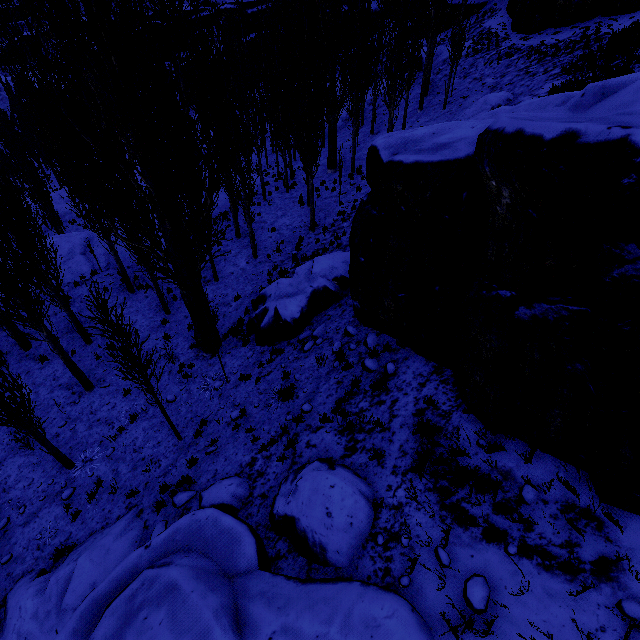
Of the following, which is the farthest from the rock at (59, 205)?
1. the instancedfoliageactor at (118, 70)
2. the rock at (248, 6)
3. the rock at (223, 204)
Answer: the rock at (248, 6)

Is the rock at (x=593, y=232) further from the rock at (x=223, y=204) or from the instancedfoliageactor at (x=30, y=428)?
the rock at (x=223, y=204)

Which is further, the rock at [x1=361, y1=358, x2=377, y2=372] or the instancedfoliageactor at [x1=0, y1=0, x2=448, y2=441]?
the rock at [x1=361, y1=358, x2=377, y2=372]

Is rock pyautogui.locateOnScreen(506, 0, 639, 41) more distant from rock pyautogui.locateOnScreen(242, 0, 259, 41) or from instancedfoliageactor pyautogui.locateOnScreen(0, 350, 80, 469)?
rock pyautogui.locateOnScreen(242, 0, 259, 41)

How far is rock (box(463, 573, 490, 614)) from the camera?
3.80m

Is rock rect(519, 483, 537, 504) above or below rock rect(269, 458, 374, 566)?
above

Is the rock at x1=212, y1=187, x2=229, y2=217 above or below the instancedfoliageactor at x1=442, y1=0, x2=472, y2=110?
below

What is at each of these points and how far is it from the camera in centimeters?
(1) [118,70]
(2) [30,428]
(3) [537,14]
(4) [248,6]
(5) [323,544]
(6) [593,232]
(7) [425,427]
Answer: (1) instancedfoliageactor, 577cm
(2) instancedfoliageactor, 888cm
(3) rock, 2127cm
(4) rock, 4922cm
(5) rock, 512cm
(6) rock, 325cm
(7) instancedfoliageactor, 554cm
